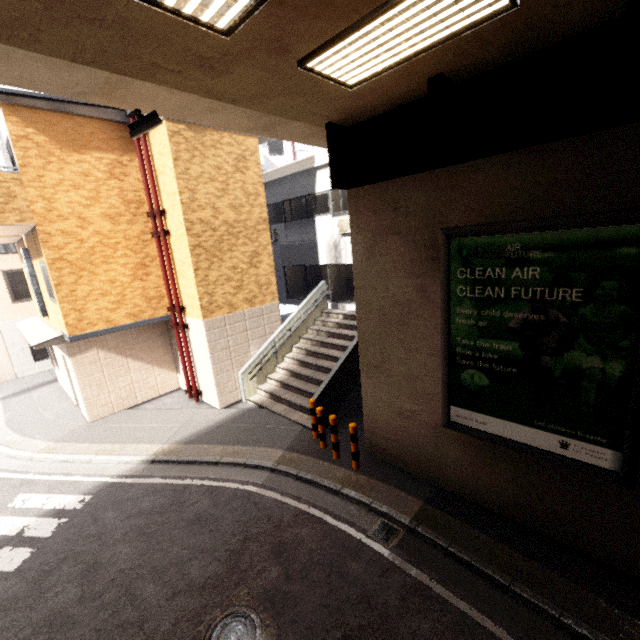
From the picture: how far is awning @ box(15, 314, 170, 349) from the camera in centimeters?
925cm

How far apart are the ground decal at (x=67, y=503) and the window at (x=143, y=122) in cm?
749

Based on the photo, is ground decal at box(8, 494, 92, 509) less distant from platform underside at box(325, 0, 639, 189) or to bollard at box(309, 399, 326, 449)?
bollard at box(309, 399, 326, 449)

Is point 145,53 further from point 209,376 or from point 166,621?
point 209,376

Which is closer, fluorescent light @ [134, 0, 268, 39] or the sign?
fluorescent light @ [134, 0, 268, 39]

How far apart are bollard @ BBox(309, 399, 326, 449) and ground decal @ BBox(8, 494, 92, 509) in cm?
532

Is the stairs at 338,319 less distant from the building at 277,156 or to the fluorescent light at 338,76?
the fluorescent light at 338,76

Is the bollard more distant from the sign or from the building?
the building
